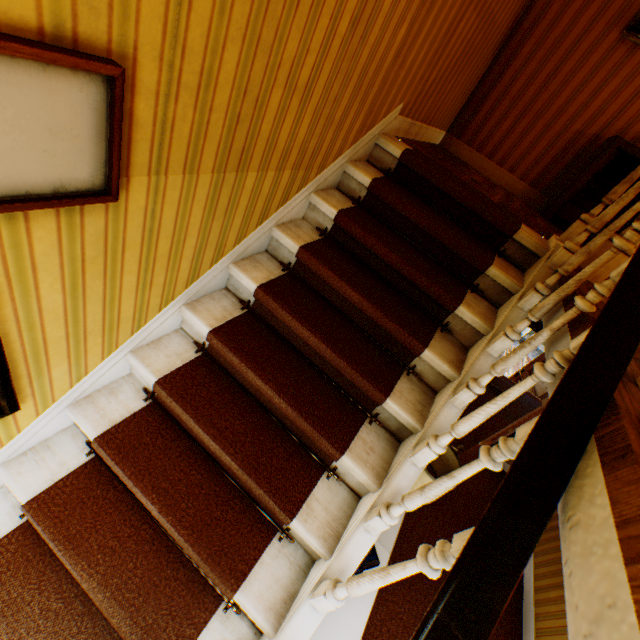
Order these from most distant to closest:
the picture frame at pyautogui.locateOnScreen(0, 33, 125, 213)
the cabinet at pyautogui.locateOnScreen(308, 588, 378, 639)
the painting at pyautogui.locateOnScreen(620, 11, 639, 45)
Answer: the painting at pyautogui.locateOnScreen(620, 11, 639, 45) → the cabinet at pyautogui.locateOnScreen(308, 588, 378, 639) → the picture frame at pyautogui.locateOnScreen(0, 33, 125, 213)

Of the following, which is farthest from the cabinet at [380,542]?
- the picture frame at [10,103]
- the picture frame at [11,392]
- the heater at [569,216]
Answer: the heater at [569,216]

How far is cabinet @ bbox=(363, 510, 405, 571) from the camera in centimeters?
243cm

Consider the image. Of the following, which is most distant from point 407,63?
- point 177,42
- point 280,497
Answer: point 280,497

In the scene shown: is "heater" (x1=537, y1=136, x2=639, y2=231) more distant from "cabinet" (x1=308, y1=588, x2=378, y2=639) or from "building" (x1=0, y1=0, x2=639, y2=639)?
"cabinet" (x1=308, y1=588, x2=378, y2=639)

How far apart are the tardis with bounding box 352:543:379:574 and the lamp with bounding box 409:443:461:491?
0.42m

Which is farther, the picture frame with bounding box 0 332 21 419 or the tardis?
the tardis

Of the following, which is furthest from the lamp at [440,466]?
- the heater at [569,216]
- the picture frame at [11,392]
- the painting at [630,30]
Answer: the painting at [630,30]
